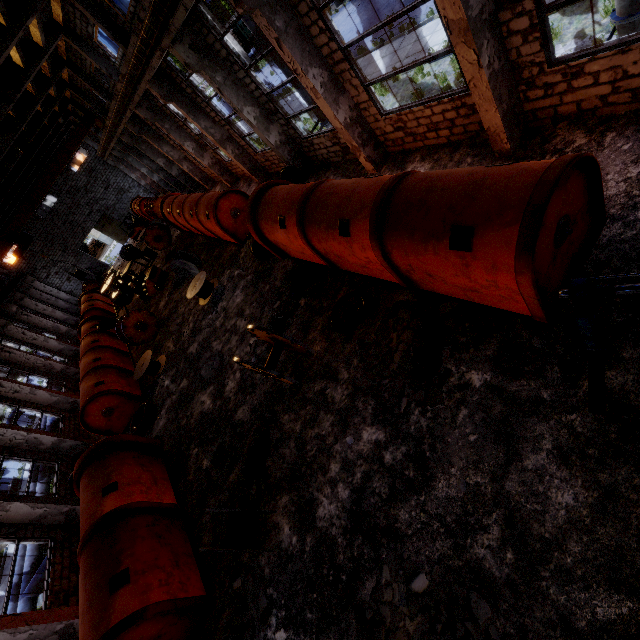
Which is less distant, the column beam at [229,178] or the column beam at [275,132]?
the column beam at [275,132]

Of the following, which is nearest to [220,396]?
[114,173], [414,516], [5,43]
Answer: [414,516]

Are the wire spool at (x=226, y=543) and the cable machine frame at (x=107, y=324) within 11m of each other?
no

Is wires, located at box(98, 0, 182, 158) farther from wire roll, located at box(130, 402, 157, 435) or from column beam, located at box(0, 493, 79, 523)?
wire roll, located at box(130, 402, 157, 435)

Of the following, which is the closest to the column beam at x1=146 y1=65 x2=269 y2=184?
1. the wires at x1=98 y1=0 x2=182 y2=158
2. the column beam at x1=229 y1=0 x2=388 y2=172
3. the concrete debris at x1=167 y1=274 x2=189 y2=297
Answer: the wires at x1=98 y1=0 x2=182 y2=158

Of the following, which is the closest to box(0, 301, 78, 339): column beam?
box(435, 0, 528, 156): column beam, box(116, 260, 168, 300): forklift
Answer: box(116, 260, 168, 300): forklift

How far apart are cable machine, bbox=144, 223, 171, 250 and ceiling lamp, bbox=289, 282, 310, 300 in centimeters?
1931cm

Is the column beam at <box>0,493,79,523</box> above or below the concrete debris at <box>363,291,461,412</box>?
above
